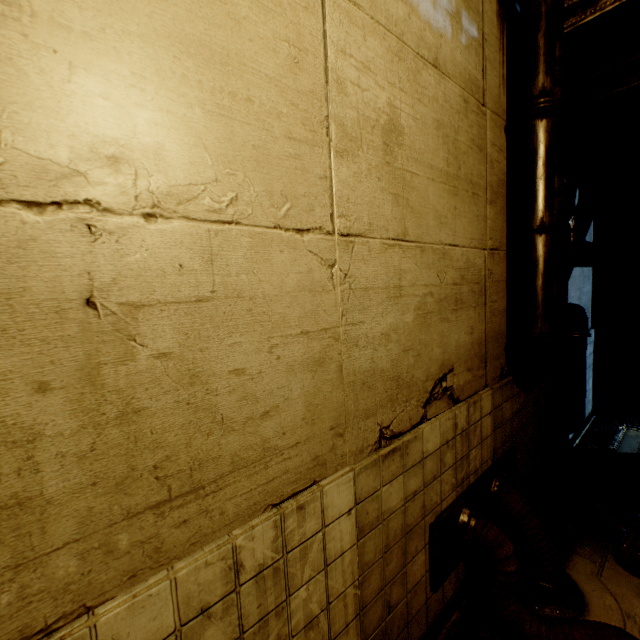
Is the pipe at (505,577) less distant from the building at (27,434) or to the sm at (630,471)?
the building at (27,434)

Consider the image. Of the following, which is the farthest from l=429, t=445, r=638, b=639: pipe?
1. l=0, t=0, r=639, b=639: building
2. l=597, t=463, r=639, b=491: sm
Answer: l=597, t=463, r=639, b=491: sm

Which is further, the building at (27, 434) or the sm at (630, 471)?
the sm at (630, 471)

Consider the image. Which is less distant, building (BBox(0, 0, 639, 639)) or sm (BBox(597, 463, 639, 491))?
building (BBox(0, 0, 639, 639))

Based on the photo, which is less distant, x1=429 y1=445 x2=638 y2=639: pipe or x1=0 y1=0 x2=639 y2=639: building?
x1=0 y1=0 x2=639 y2=639: building

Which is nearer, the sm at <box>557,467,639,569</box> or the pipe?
the pipe

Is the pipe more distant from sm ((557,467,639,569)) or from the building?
sm ((557,467,639,569))

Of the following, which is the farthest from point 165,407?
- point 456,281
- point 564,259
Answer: point 564,259
